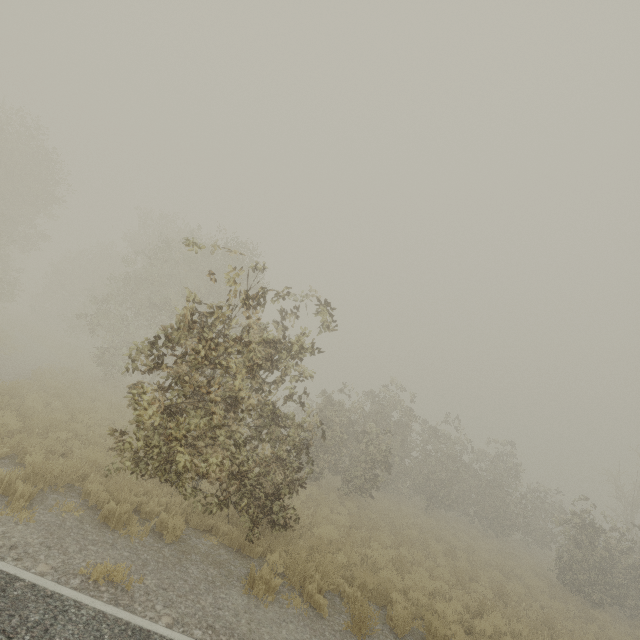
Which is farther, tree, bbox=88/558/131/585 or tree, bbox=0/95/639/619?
tree, bbox=0/95/639/619

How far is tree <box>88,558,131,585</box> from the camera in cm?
491

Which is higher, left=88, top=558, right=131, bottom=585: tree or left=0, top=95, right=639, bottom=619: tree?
left=0, top=95, right=639, bottom=619: tree

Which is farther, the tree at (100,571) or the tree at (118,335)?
the tree at (118,335)

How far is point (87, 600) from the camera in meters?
4.4

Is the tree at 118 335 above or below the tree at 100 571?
above
